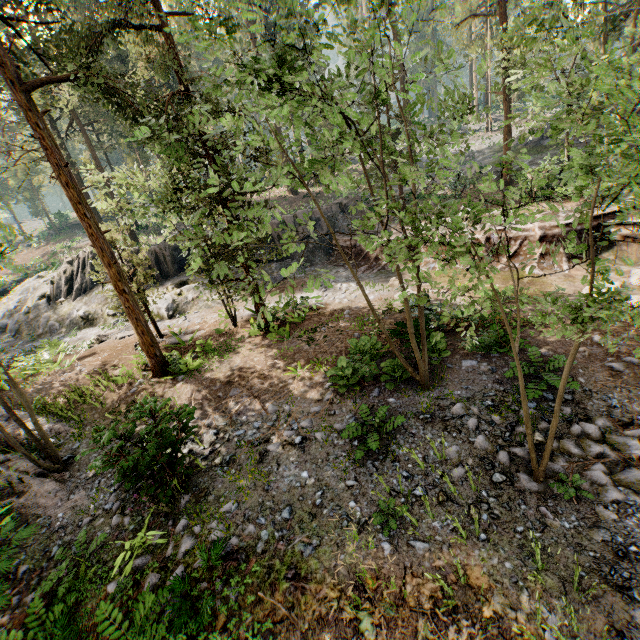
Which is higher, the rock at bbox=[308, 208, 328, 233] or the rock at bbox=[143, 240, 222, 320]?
the rock at bbox=[308, 208, 328, 233]

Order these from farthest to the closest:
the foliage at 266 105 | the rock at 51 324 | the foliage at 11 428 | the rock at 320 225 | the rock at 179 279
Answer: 1. the rock at 320 225
2. the rock at 51 324
3. the rock at 179 279
4. the foliage at 11 428
5. the foliage at 266 105

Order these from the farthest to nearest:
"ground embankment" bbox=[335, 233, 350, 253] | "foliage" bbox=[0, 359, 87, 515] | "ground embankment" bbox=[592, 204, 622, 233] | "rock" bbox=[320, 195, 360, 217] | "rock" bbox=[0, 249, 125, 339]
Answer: "rock" bbox=[320, 195, 360, 217] → "ground embankment" bbox=[335, 233, 350, 253] → "rock" bbox=[0, 249, 125, 339] → "ground embankment" bbox=[592, 204, 622, 233] → "foliage" bbox=[0, 359, 87, 515]

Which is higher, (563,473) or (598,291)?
(598,291)

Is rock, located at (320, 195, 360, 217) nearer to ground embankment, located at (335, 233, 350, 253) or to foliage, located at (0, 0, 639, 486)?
ground embankment, located at (335, 233, 350, 253)

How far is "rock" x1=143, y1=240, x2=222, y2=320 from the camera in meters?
20.9 m

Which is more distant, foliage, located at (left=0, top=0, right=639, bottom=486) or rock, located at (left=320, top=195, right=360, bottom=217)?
rock, located at (left=320, top=195, right=360, bottom=217)

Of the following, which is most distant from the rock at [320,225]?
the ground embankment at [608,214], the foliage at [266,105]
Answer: the foliage at [266,105]
